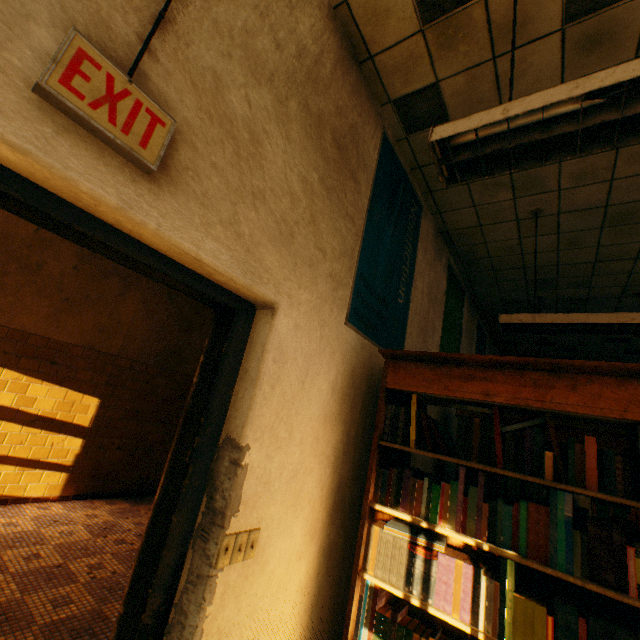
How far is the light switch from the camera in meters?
1.2

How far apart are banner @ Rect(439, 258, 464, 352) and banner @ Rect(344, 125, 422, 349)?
1.0 meters

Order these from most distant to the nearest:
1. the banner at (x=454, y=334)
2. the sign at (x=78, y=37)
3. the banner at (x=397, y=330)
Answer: Answer:
the banner at (x=454, y=334)
the banner at (x=397, y=330)
the sign at (x=78, y=37)

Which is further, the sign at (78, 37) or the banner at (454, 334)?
the banner at (454, 334)

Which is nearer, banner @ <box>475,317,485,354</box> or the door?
the door

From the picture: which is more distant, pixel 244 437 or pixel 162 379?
pixel 162 379

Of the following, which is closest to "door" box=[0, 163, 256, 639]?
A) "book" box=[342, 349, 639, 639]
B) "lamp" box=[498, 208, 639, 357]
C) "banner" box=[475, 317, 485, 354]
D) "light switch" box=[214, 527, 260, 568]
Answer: "light switch" box=[214, 527, 260, 568]

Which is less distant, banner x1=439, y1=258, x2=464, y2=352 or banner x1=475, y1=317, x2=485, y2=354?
banner x1=439, y1=258, x2=464, y2=352
